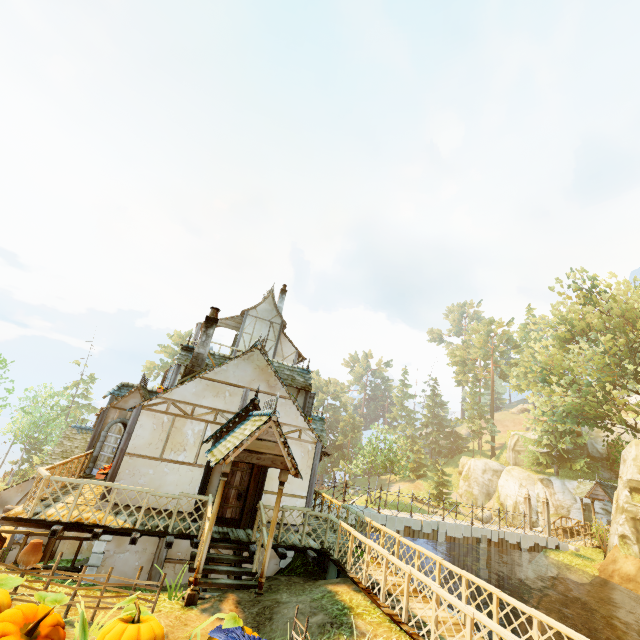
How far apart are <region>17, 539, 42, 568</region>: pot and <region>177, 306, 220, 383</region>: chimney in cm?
644

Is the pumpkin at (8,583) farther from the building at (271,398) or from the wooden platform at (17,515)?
the wooden platform at (17,515)

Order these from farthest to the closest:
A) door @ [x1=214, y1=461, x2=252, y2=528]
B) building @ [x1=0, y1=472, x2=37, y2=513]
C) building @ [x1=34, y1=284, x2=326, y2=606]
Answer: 1. building @ [x1=0, y1=472, x2=37, y2=513]
2. door @ [x1=214, y1=461, x2=252, y2=528]
3. building @ [x1=34, y1=284, x2=326, y2=606]

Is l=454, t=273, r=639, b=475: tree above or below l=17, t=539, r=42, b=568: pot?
above

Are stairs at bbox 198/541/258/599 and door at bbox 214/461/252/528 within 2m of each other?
yes

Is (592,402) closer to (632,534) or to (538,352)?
(538,352)

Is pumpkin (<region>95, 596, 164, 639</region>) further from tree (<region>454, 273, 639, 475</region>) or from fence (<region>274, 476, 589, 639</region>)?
tree (<region>454, 273, 639, 475</region>)

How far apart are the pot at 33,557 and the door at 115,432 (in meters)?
9.01
